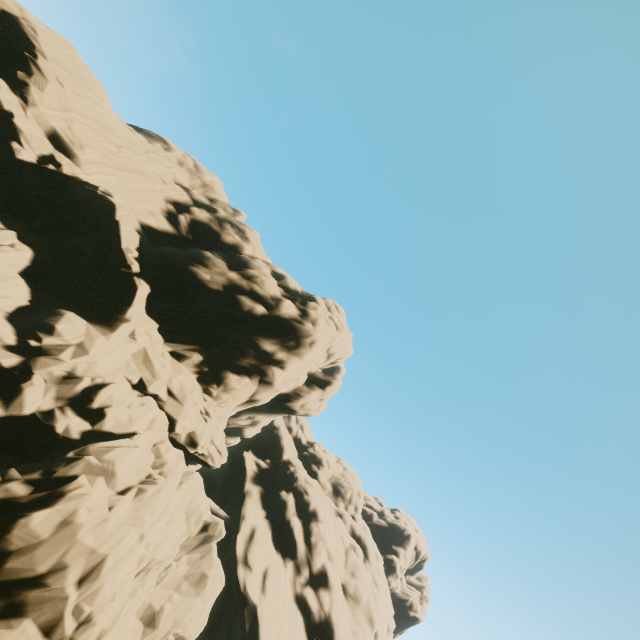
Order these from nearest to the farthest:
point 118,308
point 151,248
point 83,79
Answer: point 118,308 → point 151,248 → point 83,79
